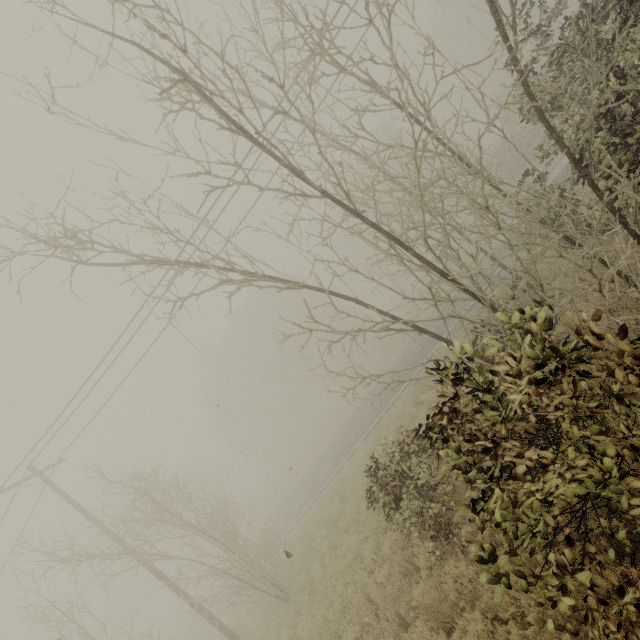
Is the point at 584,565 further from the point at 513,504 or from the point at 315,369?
the point at 315,369
